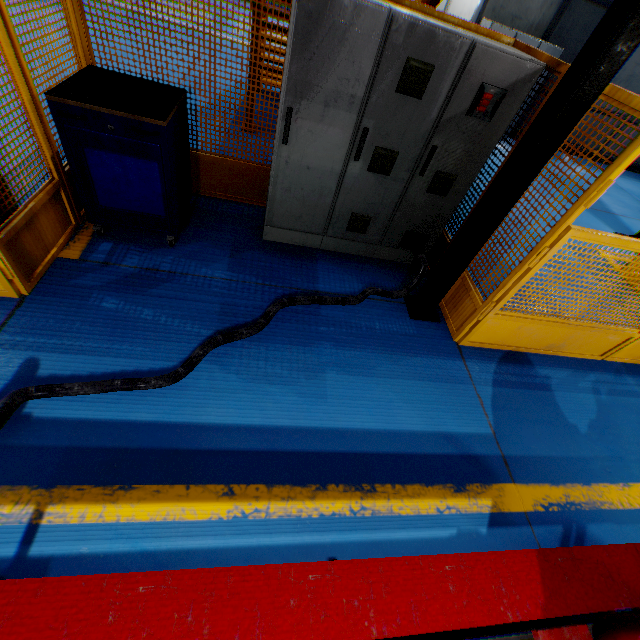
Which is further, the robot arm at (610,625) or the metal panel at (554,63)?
the metal panel at (554,63)

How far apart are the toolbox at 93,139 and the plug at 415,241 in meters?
2.5

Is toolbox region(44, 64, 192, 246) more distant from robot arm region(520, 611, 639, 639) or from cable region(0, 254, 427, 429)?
robot arm region(520, 611, 639, 639)

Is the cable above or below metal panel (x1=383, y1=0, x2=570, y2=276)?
below

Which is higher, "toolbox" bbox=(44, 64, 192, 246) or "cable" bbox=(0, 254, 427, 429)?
"toolbox" bbox=(44, 64, 192, 246)

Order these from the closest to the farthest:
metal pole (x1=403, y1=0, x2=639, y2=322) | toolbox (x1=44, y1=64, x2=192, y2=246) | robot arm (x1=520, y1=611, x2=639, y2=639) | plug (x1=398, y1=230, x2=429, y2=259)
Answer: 1. robot arm (x1=520, y1=611, x2=639, y2=639)
2. metal pole (x1=403, y1=0, x2=639, y2=322)
3. toolbox (x1=44, y1=64, x2=192, y2=246)
4. plug (x1=398, y1=230, x2=429, y2=259)

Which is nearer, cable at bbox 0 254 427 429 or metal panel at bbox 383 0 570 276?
cable at bbox 0 254 427 429

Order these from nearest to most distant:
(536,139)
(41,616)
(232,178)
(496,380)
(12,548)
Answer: (41,616)
(12,548)
(536,139)
(496,380)
(232,178)
